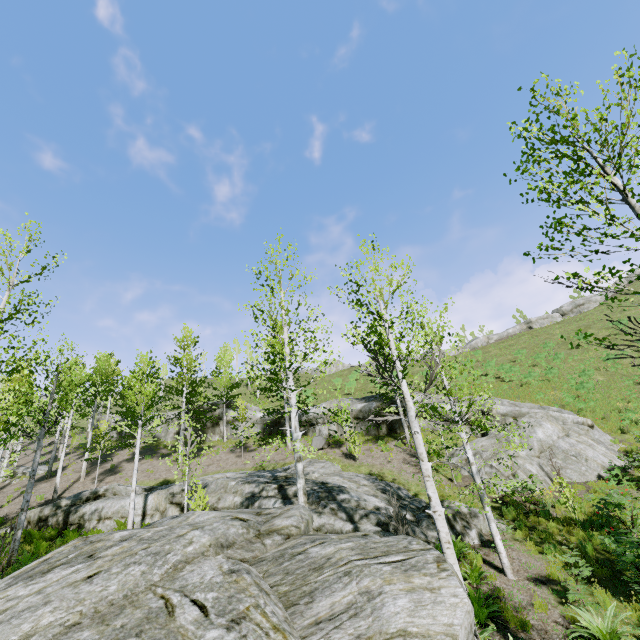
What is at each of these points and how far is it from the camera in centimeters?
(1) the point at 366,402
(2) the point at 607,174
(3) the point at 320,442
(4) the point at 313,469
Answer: (1) rock, 2503cm
(2) instancedfoliageactor, 493cm
(3) rock, 2314cm
(4) rock, 1806cm

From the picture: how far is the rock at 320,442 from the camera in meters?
23.0 m

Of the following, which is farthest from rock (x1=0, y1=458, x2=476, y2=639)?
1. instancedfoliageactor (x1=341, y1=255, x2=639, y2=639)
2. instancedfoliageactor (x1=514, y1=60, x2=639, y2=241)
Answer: instancedfoliageactor (x1=341, y1=255, x2=639, y2=639)

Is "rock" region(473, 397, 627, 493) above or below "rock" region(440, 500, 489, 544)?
above

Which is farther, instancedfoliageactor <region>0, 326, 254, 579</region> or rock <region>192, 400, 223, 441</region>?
rock <region>192, 400, 223, 441</region>

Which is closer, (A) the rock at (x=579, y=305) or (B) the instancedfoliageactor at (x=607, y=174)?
(B) the instancedfoliageactor at (x=607, y=174)

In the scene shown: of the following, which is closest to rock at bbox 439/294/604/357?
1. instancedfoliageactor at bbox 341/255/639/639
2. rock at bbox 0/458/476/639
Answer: instancedfoliageactor at bbox 341/255/639/639
